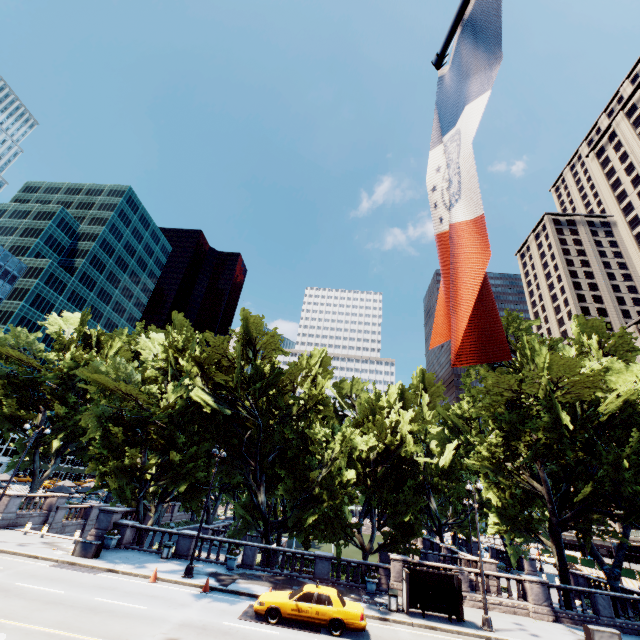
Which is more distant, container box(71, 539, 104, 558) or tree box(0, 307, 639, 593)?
tree box(0, 307, 639, 593)

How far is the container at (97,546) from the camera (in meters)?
20.50

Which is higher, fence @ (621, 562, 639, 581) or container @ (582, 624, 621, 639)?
fence @ (621, 562, 639, 581)

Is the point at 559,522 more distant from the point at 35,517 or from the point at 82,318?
the point at 82,318

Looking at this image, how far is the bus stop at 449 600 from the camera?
18.4 meters

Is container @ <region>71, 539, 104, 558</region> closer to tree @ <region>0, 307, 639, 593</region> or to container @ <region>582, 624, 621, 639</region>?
tree @ <region>0, 307, 639, 593</region>

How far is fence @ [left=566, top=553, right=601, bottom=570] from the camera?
51.0 meters
